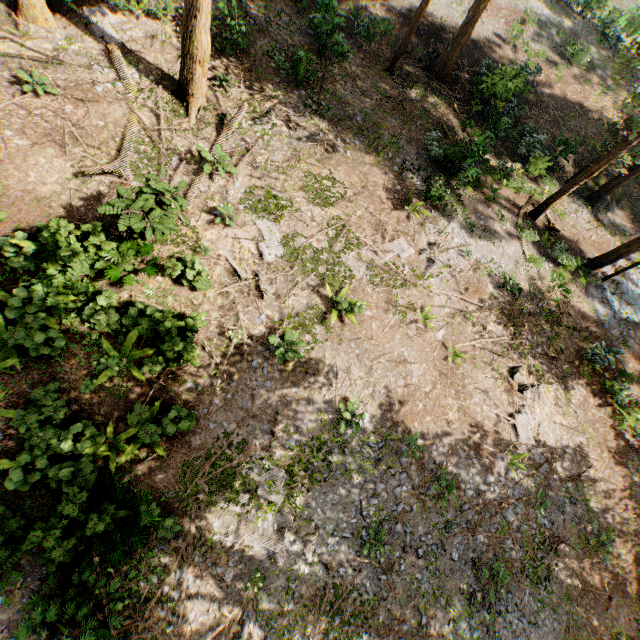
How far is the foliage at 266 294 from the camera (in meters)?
11.84

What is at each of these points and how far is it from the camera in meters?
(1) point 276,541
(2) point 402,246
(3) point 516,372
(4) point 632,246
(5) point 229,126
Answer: (1) foliage, 9.8
(2) foliage, 14.8
(3) foliage, 14.1
(4) foliage, 17.9
(5) foliage, 13.5

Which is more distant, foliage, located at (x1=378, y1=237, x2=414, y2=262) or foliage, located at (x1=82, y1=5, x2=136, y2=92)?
foliage, located at (x1=378, y1=237, x2=414, y2=262)

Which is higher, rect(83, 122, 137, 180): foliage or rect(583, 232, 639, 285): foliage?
rect(583, 232, 639, 285): foliage

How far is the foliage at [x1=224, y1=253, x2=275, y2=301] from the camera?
11.84m

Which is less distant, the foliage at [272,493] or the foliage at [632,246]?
the foliage at [272,493]
